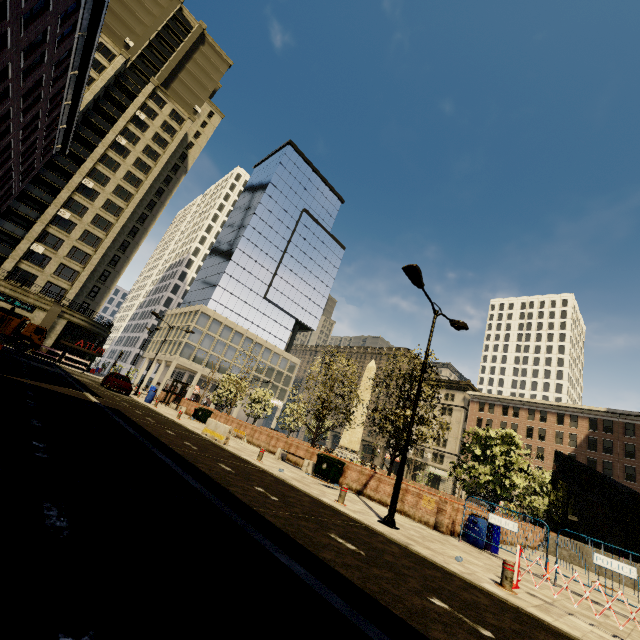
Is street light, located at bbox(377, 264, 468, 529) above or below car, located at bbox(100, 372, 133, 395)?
above

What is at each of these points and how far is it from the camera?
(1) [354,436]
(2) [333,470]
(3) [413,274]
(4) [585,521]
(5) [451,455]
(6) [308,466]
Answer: (1) obelisk, 33.4 meters
(2) dumpster, 15.6 meters
(3) street light, 11.2 meters
(4) building, 44.2 meters
(5) building, 59.5 meters
(6) bench, 16.7 meters

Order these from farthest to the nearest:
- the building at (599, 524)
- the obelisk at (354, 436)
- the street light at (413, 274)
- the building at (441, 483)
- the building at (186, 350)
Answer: the building at (441, 483) → the building at (186, 350) → the building at (599, 524) → the obelisk at (354, 436) → the street light at (413, 274)

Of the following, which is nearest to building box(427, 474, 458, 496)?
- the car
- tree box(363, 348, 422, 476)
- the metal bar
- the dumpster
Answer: tree box(363, 348, 422, 476)

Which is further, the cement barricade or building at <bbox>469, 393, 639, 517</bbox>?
building at <bbox>469, 393, 639, 517</bbox>

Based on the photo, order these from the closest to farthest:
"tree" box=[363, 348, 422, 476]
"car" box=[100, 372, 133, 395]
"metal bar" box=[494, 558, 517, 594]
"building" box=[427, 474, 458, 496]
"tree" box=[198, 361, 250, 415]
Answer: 1. "metal bar" box=[494, 558, 517, 594]
2. "tree" box=[363, 348, 422, 476]
3. "car" box=[100, 372, 133, 395]
4. "tree" box=[198, 361, 250, 415]
5. "building" box=[427, 474, 458, 496]

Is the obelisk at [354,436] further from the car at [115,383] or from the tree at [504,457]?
the car at [115,383]

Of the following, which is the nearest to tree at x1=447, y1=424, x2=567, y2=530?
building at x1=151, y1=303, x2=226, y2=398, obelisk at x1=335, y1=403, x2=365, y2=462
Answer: obelisk at x1=335, y1=403, x2=365, y2=462
